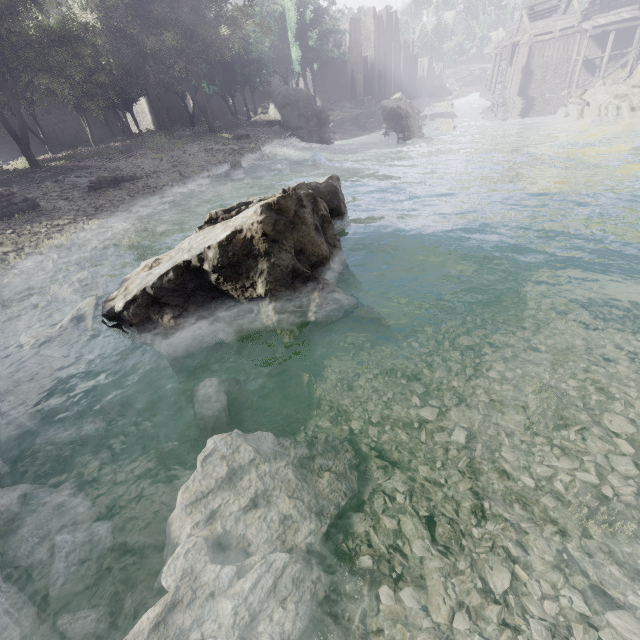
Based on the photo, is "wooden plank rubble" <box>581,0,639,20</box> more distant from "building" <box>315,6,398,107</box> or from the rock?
the rock

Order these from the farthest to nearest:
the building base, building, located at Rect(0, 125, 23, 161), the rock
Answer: the building base
building, located at Rect(0, 125, 23, 161)
the rock

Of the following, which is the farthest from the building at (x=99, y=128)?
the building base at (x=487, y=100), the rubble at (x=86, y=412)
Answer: the rubble at (x=86, y=412)

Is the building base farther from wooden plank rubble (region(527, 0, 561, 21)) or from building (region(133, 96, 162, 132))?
wooden plank rubble (region(527, 0, 561, 21))

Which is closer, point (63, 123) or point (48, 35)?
point (48, 35)

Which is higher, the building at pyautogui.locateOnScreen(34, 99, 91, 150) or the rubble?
the building at pyautogui.locateOnScreen(34, 99, 91, 150)

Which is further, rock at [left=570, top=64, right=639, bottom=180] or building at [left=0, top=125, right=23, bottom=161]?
building at [left=0, top=125, right=23, bottom=161]

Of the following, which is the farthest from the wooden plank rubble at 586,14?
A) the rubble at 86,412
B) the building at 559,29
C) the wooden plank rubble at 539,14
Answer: the rubble at 86,412
